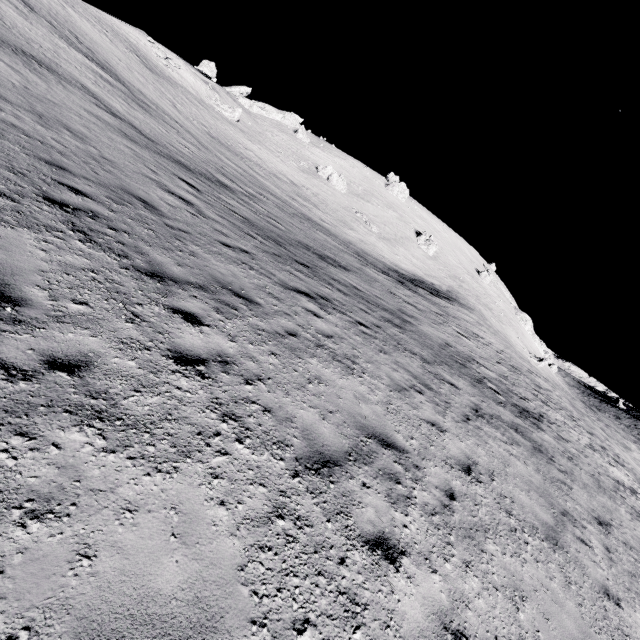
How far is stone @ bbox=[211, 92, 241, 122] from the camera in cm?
5252

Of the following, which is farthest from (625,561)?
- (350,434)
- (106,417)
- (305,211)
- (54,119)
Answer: (305,211)

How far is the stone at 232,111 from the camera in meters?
52.5
